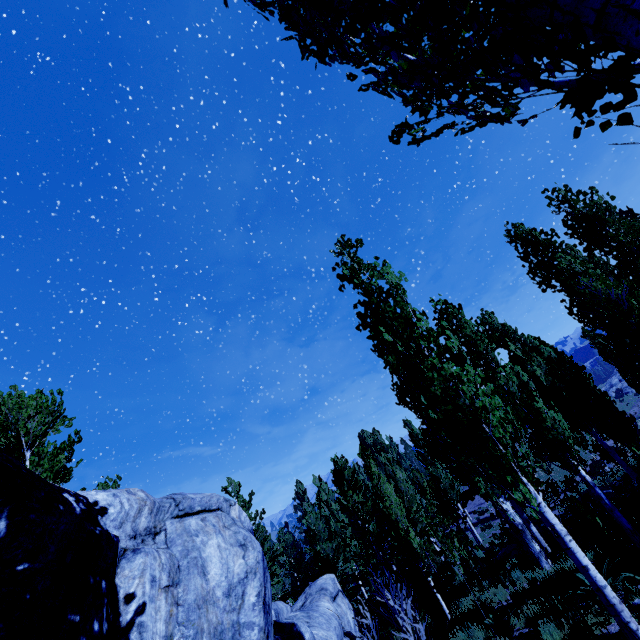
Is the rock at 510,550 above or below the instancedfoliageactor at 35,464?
below

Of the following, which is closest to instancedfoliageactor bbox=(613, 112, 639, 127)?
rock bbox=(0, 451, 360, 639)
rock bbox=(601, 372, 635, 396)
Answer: rock bbox=(0, 451, 360, 639)

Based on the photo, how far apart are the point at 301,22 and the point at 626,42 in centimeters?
182cm

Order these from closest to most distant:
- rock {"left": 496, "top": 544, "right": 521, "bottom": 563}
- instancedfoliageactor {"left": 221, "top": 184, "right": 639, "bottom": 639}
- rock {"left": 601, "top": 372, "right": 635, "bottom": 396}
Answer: instancedfoliageactor {"left": 221, "top": 184, "right": 639, "bottom": 639}
rock {"left": 496, "top": 544, "right": 521, "bottom": 563}
rock {"left": 601, "top": 372, "right": 635, "bottom": 396}

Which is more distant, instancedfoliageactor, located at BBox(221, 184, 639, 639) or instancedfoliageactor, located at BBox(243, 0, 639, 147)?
instancedfoliageactor, located at BBox(221, 184, 639, 639)

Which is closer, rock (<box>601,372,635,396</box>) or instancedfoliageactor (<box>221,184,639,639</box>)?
instancedfoliageactor (<box>221,184,639,639</box>)

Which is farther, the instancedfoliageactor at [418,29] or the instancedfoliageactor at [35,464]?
the instancedfoliageactor at [35,464]
